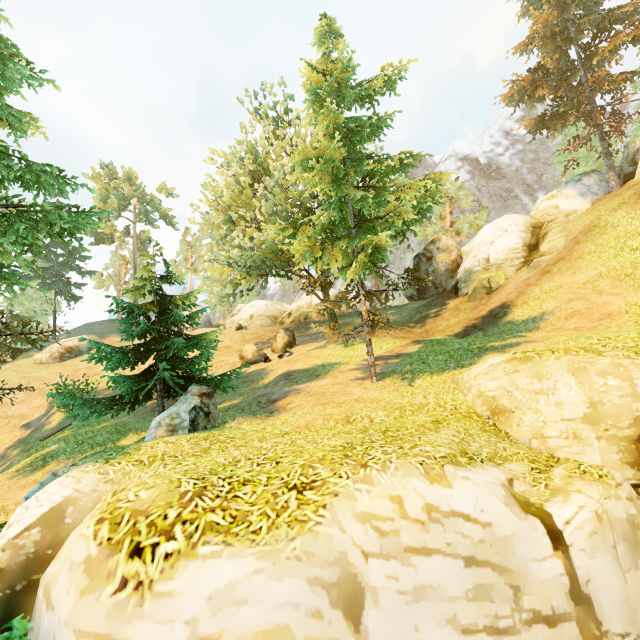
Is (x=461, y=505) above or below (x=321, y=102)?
below

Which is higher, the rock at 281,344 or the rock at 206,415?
the rock at 281,344

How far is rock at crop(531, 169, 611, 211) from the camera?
22.78m

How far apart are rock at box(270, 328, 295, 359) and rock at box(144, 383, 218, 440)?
11.30m

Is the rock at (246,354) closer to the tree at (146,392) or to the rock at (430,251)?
the tree at (146,392)

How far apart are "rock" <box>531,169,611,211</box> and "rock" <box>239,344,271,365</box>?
23.6 meters

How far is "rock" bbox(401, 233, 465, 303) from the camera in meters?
24.4 m

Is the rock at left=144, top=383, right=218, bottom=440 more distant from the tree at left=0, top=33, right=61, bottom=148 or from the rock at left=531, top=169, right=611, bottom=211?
the rock at left=531, top=169, right=611, bottom=211
